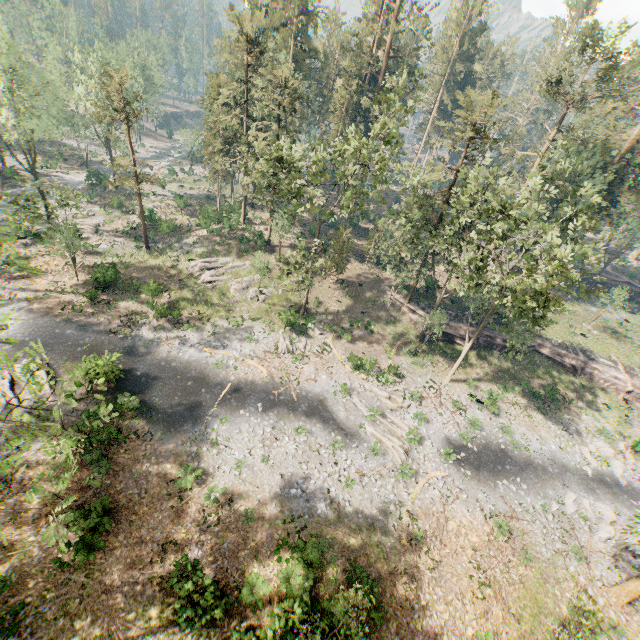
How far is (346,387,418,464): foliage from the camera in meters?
24.8

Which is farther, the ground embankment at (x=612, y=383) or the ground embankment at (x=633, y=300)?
the ground embankment at (x=633, y=300)

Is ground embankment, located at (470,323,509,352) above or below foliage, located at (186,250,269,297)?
above

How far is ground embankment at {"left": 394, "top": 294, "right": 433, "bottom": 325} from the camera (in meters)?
37.44

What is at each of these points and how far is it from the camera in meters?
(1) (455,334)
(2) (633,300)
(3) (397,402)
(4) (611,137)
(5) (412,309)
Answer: (1) ground embankment, 36.8
(2) ground embankment, 51.2
(3) foliage, 29.1
(4) foliage, 37.7
(5) ground embankment, 37.7

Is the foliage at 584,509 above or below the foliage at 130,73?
below

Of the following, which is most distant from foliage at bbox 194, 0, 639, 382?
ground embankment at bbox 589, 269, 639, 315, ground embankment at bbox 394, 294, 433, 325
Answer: ground embankment at bbox 589, 269, 639, 315
